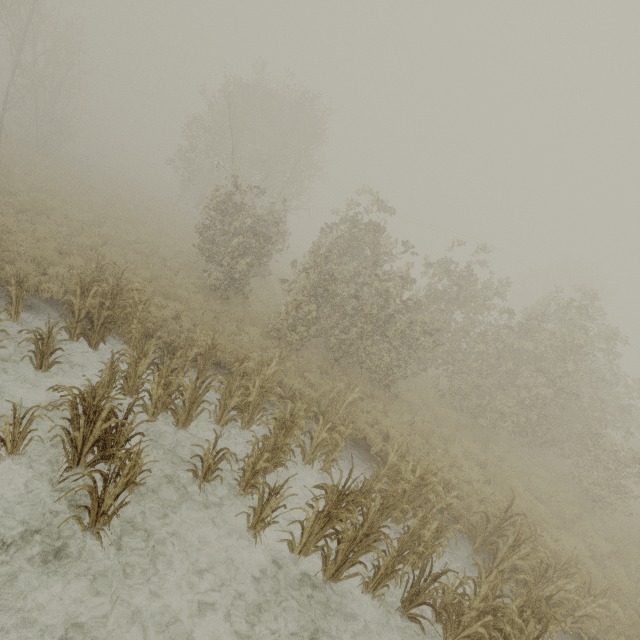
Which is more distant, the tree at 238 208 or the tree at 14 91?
the tree at 14 91

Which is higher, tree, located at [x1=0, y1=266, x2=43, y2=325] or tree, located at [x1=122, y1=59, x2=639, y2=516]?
tree, located at [x1=122, y1=59, x2=639, y2=516]

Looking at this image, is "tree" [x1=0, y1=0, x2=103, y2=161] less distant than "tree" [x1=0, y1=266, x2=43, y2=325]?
No

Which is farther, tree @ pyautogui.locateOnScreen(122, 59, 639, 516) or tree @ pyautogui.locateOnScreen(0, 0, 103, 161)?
tree @ pyautogui.locateOnScreen(0, 0, 103, 161)

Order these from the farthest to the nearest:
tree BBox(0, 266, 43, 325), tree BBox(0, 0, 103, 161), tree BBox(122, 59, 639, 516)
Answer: tree BBox(0, 0, 103, 161) → tree BBox(122, 59, 639, 516) → tree BBox(0, 266, 43, 325)

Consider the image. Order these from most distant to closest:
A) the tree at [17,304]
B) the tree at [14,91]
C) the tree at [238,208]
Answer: the tree at [14,91], the tree at [238,208], the tree at [17,304]

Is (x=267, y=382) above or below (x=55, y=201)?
above
